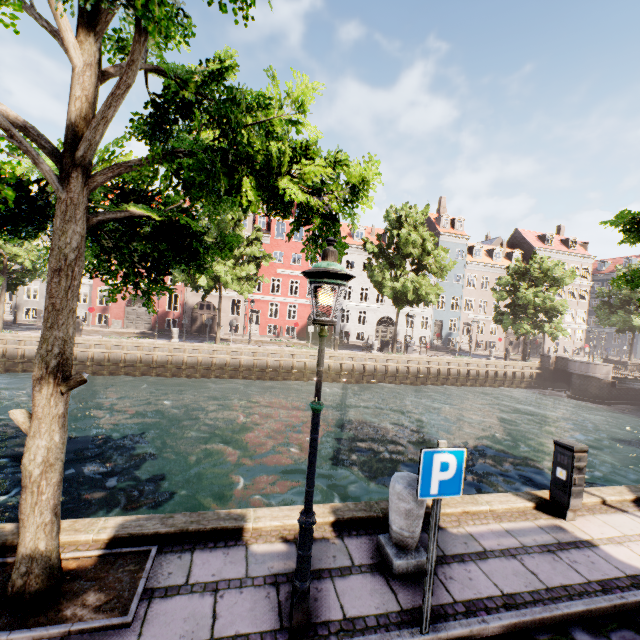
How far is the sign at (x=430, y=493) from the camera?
3.13m

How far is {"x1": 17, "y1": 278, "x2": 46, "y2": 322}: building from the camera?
28.97m

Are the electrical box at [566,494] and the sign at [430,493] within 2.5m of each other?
no

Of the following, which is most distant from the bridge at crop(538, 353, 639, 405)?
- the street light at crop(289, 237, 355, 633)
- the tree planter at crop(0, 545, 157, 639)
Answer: the tree planter at crop(0, 545, 157, 639)

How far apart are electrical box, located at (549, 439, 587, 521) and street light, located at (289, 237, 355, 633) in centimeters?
479cm

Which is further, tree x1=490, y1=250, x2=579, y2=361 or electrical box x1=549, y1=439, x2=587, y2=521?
tree x1=490, y1=250, x2=579, y2=361

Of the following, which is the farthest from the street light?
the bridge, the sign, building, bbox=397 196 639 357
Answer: the bridge

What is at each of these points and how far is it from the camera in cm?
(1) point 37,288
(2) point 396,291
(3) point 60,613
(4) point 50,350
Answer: (1) building, 3478
(2) tree, 2573
(3) tree planter, 315
(4) tree, 323
